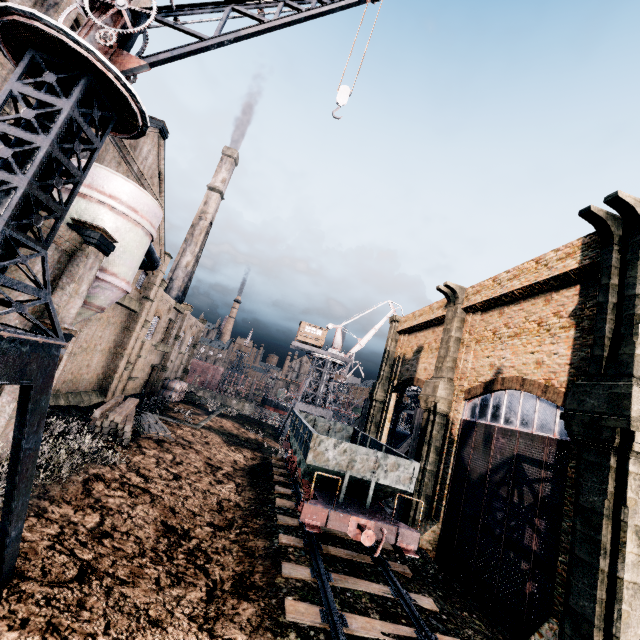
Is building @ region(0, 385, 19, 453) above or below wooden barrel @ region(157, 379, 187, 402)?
above

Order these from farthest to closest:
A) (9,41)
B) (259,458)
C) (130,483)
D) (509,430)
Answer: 1. (259,458)
2. (509,430)
3. (130,483)
4. (9,41)

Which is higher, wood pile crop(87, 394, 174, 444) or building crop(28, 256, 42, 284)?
building crop(28, 256, 42, 284)

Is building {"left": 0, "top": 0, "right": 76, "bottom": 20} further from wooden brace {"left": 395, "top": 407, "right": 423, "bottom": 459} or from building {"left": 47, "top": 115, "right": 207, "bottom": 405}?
building {"left": 47, "top": 115, "right": 207, "bottom": 405}

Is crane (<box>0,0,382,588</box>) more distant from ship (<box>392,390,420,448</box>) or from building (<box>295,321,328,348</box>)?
building (<box>295,321,328,348</box>)

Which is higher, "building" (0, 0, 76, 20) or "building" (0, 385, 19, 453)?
"building" (0, 0, 76, 20)

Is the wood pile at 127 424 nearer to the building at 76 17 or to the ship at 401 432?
the building at 76 17

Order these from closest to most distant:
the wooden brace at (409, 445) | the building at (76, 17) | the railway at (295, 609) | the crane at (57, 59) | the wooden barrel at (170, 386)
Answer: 1. the crane at (57, 59)
2. the railway at (295, 609)
3. the building at (76, 17)
4. the wooden brace at (409, 445)
5. the wooden barrel at (170, 386)
